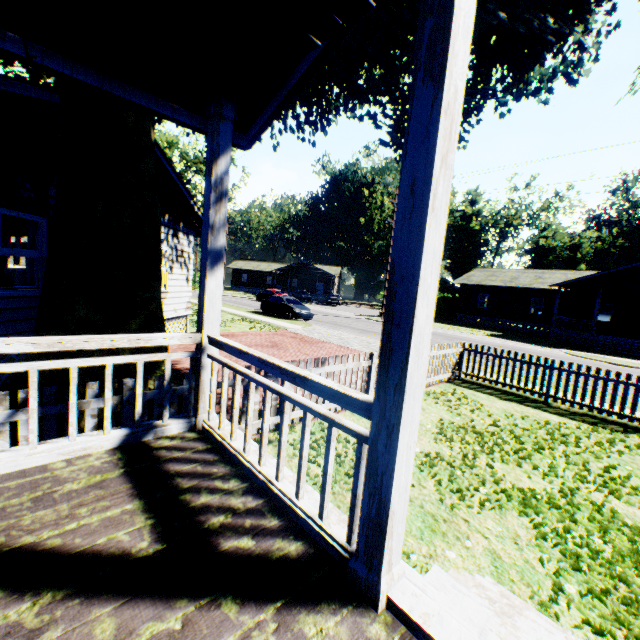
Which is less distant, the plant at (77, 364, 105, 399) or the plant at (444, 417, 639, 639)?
the plant at (444, 417, 639, 639)

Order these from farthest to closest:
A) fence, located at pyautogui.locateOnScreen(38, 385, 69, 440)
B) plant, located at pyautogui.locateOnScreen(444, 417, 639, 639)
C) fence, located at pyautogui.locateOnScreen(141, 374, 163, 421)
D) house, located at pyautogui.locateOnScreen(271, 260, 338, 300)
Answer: house, located at pyautogui.locateOnScreen(271, 260, 338, 300), fence, located at pyautogui.locateOnScreen(141, 374, 163, 421), fence, located at pyautogui.locateOnScreen(38, 385, 69, 440), plant, located at pyautogui.locateOnScreen(444, 417, 639, 639)

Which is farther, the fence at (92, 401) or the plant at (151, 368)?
the plant at (151, 368)

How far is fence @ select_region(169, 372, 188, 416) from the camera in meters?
4.5

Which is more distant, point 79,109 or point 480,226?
point 480,226

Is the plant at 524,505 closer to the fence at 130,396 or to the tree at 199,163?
the fence at 130,396

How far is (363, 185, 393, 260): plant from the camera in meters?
46.7 m

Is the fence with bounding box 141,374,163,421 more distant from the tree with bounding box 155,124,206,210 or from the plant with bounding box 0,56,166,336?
the tree with bounding box 155,124,206,210
